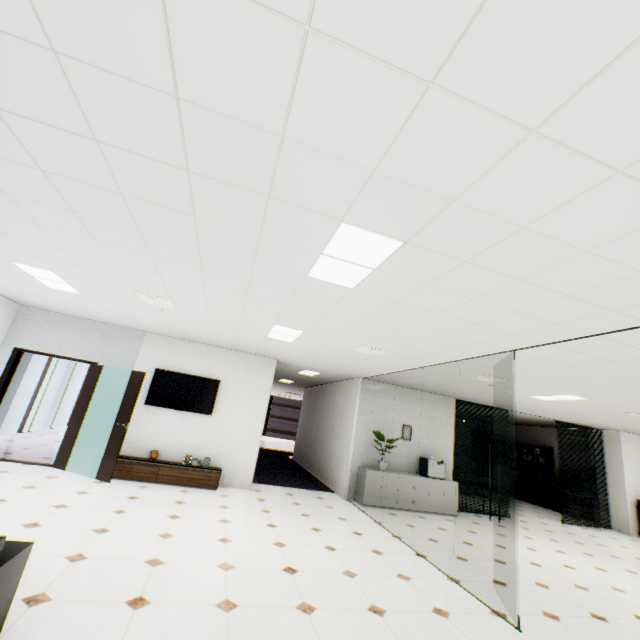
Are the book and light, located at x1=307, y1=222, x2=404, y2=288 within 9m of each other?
no

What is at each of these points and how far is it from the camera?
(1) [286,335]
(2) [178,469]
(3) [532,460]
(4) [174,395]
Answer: (1) light, 5.5m
(2) cupboard, 6.5m
(3) book, 13.0m
(4) tv, 7.2m

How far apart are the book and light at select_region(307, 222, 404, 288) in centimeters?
1395cm

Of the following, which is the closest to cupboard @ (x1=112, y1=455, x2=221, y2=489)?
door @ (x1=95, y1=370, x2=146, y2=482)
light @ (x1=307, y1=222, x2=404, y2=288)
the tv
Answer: door @ (x1=95, y1=370, x2=146, y2=482)

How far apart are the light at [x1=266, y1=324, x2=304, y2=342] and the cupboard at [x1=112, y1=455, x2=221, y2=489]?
3.2m

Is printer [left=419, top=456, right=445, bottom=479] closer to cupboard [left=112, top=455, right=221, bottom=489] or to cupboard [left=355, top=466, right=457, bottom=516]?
cupboard [left=355, top=466, right=457, bottom=516]

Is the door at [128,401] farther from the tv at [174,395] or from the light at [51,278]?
the light at [51,278]

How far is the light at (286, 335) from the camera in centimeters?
508cm
